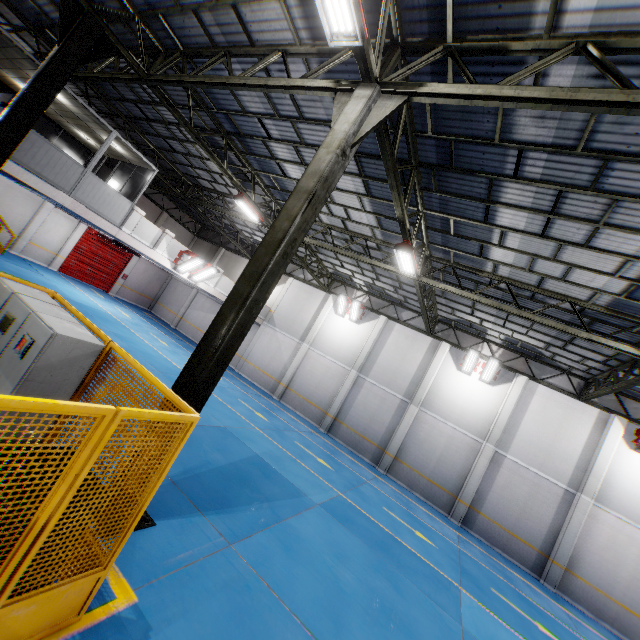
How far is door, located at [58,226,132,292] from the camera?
22.8 meters

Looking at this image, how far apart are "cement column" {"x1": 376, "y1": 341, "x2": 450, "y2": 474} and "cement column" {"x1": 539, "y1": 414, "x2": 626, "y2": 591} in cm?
730

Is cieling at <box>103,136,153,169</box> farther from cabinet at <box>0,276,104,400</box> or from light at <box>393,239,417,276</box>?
light at <box>393,239,417,276</box>

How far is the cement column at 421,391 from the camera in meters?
17.3

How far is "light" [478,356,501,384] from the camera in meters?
16.2

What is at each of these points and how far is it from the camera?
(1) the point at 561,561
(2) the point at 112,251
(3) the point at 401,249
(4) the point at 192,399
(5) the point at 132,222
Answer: (1) cement column, 13.6m
(2) door, 24.7m
(3) light, 9.9m
(4) metal pole, 4.8m
(5) cement column, 13.7m

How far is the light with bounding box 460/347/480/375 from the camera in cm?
1667

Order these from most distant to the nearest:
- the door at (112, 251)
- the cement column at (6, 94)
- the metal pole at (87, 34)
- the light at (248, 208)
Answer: the door at (112, 251), the cement column at (6, 94), the light at (248, 208), the metal pole at (87, 34)
